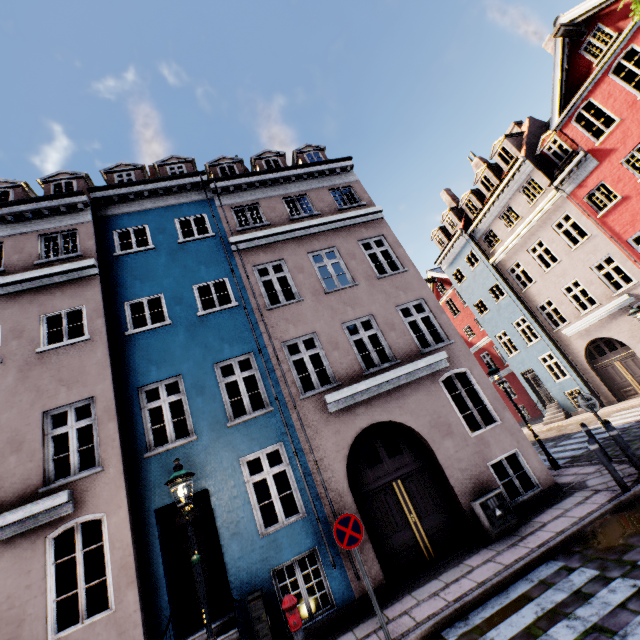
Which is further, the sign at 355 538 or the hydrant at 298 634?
the sign at 355 538

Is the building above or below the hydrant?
above

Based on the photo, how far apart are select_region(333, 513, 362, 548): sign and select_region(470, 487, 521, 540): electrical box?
3.44m

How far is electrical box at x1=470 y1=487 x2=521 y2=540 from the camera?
7.37m

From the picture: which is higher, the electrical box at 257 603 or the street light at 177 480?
the street light at 177 480

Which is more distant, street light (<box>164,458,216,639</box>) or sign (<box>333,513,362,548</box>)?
sign (<box>333,513,362,548</box>)

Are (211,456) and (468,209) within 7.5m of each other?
no

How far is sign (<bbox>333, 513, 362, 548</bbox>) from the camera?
5.8m
